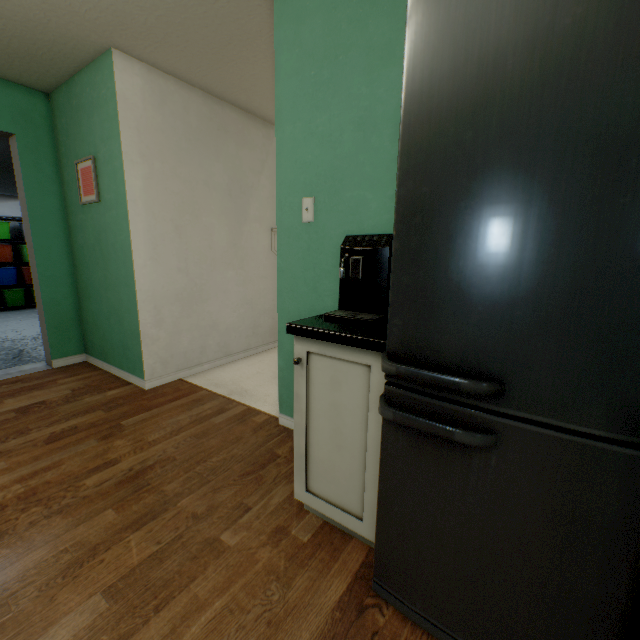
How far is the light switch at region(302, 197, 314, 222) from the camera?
1.8 meters

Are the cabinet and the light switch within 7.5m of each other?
yes

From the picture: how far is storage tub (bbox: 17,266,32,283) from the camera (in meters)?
6.99

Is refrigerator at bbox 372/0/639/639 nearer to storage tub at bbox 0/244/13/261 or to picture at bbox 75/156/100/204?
picture at bbox 75/156/100/204

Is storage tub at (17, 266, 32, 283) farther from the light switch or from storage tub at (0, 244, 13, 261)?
the light switch

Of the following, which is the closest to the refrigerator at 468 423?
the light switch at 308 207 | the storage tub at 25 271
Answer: the light switch at 308 207

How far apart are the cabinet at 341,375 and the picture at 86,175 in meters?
2.4 m

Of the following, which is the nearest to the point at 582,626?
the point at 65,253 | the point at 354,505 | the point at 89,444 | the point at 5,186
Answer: the point at 354,505
